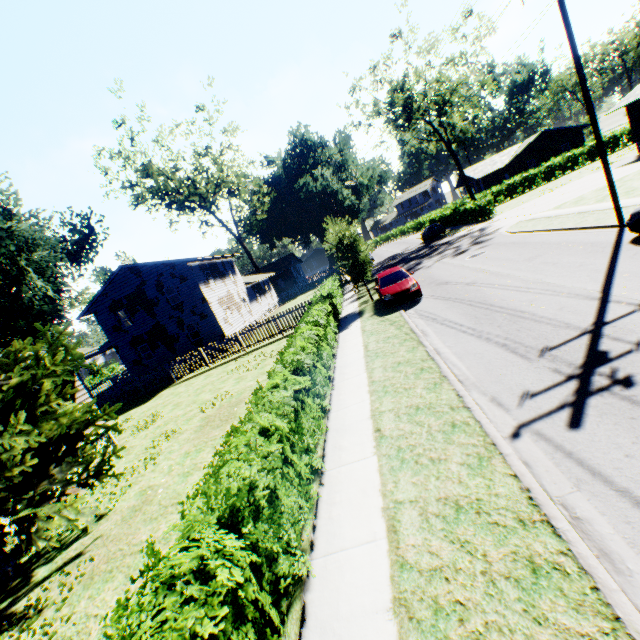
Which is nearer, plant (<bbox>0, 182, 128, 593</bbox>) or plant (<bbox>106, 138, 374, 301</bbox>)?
plant (<bbox>0, 182, 128, 593</bbox>)

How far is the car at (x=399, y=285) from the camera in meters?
15.2

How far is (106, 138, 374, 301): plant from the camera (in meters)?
18.81

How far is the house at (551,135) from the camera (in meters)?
47.41

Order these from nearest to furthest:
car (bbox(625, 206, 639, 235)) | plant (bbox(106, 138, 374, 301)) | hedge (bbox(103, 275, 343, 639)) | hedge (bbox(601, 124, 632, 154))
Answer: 1. hedge (bbox(103, 275, 343, 639))
2. car (bbox(625, 206, 639, 235))
3. plant (bbox(106, 138, 374, 301))
4. hedge (bbox(601, 124, 632, 154))

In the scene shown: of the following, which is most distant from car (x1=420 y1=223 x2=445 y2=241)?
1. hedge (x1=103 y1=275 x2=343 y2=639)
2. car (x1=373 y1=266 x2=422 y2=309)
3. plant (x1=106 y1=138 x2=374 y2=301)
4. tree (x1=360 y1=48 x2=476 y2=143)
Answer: car (x1=373 y1=266 x2=422 y2=309)

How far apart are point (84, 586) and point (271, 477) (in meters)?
5.67

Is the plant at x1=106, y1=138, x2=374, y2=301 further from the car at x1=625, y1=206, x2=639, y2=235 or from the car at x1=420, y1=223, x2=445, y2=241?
the car at x1=625, y1=206, x2=639, y2=235
